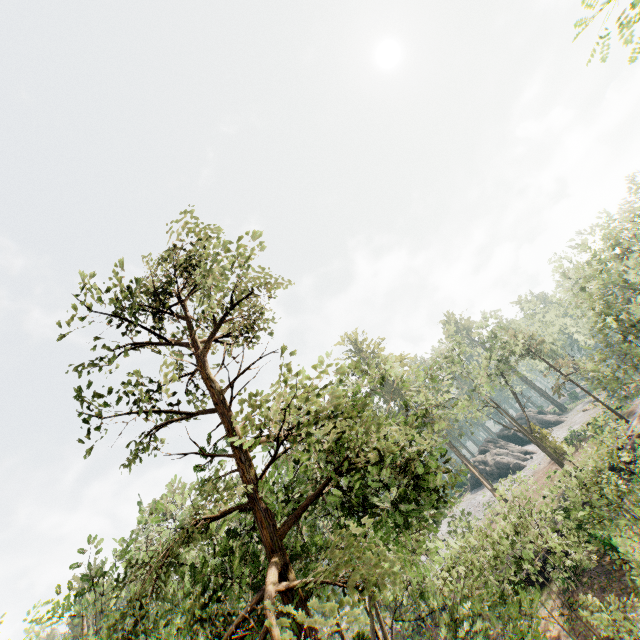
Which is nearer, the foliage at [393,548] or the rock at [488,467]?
the foliage at [393,548]

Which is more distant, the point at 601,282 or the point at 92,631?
the point at 601,282

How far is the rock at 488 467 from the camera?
51.0m

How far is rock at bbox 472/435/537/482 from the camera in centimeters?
5096cm

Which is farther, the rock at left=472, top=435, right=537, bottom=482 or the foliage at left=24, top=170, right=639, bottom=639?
the rock at left=472, top=435, right=537, bottom=482
